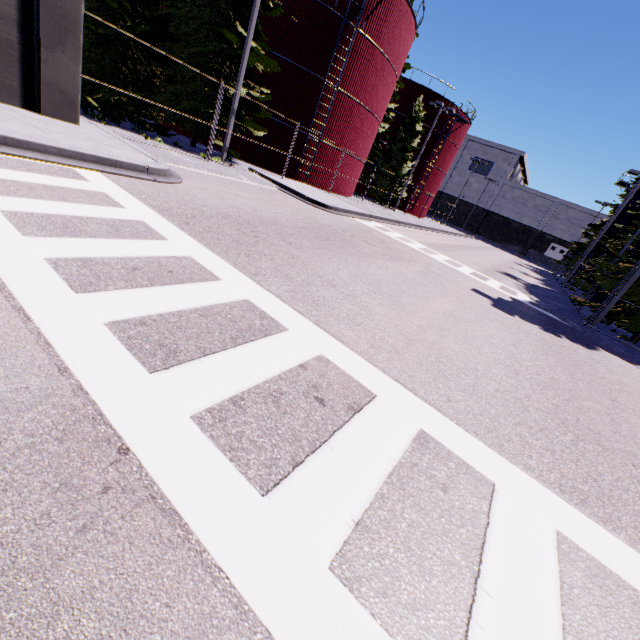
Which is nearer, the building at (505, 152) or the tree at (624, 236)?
the tree at (624, 236)

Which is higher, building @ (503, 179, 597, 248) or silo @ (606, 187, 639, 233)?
silo @ (606, 187, 639, 233)

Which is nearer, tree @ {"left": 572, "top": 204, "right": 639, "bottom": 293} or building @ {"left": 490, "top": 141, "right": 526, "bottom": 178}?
tree @ {"left": 572, "top": 204, "right": 639, "bottom": 293}

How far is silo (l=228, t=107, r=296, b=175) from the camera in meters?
20.1

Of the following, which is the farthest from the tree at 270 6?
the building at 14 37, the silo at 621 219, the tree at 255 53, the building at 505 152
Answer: the building at 505 152

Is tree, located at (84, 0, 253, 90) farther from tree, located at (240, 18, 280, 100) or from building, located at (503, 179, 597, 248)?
building, located at (503, 179, 597, 248)

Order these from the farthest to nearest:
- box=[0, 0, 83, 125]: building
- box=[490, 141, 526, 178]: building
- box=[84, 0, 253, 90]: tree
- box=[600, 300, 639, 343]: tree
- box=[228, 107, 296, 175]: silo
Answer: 1. box=[490, 141, 526, 178]: building
2. box=[228, 107, 296, 175]: silo
3. box=[600, 300, 639, 343]: tree
4. box=[84, 0, 253, 90]: tree
5. box=[0, 0, 83, 125]: building

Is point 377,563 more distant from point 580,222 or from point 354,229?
point 580,222
